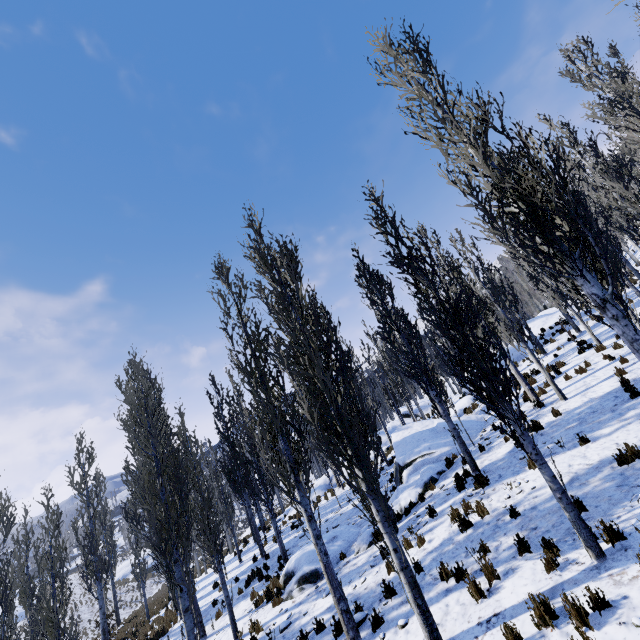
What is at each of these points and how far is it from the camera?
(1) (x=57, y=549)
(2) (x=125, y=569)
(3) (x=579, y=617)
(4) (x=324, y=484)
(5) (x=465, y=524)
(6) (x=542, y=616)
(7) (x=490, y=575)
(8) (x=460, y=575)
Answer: (1) instancedfoliageactor, 10.3 meters
(2) rock, 50.8 meters
(3) instancedfoliageactor, 4.2 meters
(4) rock, 25.6 meters
(5) instancedfoliageactor, 7.9 meters
(6) instancedfoliageactor, 4.5 meters
(7) instancedfoliageactor, 5.9 meters
(8) instancedfoliageactor, 6.4 meters

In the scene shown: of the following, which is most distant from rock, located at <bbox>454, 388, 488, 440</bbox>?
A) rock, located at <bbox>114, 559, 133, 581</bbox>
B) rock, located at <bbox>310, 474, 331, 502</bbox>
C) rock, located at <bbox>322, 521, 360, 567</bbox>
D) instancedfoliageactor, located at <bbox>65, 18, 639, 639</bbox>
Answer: rock, located at <bbox>114, 559, 133, 581</bbox>

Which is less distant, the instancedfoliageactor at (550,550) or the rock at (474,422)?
the instancedfoliageactor at (550,550)

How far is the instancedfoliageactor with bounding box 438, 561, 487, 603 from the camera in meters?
5.6 m

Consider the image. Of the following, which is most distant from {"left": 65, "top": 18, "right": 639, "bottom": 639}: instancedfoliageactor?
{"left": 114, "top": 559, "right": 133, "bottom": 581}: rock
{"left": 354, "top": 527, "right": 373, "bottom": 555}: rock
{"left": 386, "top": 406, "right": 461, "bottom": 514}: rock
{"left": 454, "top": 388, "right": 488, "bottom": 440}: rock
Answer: {"left": 114, "top": 559, "right": 133, "bottom": 581}: rock

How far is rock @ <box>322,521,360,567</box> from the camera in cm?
1134

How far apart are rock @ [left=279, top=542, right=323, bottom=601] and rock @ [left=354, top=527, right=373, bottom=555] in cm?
75

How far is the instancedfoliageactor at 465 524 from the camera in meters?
7.9 m
